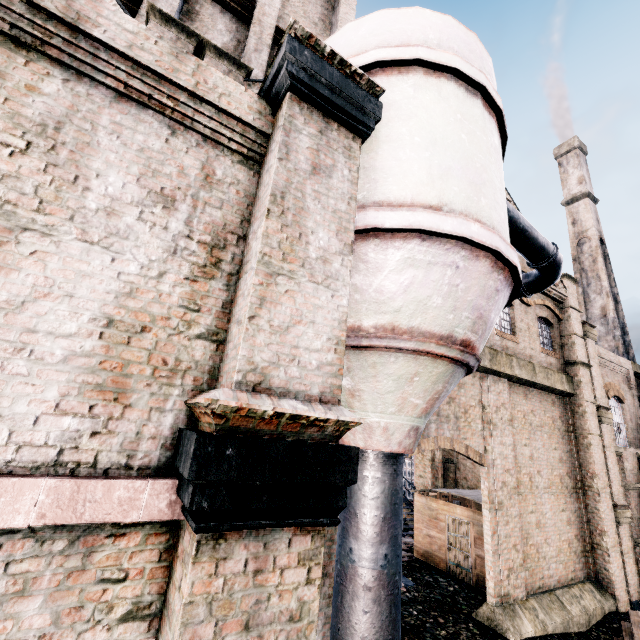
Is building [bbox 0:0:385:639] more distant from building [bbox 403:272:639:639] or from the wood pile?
building [bbox 403:272:639:639]

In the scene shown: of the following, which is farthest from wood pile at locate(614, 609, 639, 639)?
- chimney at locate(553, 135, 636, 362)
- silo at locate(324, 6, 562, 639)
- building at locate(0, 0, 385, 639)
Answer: chimney at locate(553, 135, 636, 362)

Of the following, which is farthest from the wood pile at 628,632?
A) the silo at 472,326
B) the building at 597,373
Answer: the building at 597,373

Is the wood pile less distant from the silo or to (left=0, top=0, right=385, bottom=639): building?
(left=0, top=0, right=385, bottom=639): building

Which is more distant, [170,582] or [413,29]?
[413,29]

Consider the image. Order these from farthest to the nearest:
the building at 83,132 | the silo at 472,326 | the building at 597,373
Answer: the building at 597,373, the silo at 472,326, the building at 83,132

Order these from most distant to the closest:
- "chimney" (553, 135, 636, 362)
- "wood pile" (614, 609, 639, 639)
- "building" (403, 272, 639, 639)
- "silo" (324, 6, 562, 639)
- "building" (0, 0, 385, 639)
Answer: "chimney" (553, 135, 636, 362) → "building" (403, 272, 639, 639) → "wood pile" (614, 609, 639, 639) → "silo" (324, 6, 562, 639) → "building" (0, 0, 385, 639)

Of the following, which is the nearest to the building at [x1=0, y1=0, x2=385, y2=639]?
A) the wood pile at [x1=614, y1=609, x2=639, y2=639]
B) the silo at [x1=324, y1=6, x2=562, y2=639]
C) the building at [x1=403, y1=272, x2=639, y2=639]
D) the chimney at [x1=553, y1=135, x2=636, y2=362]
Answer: the silo at [x1=324, y1=6, x2=562, y2=639]
